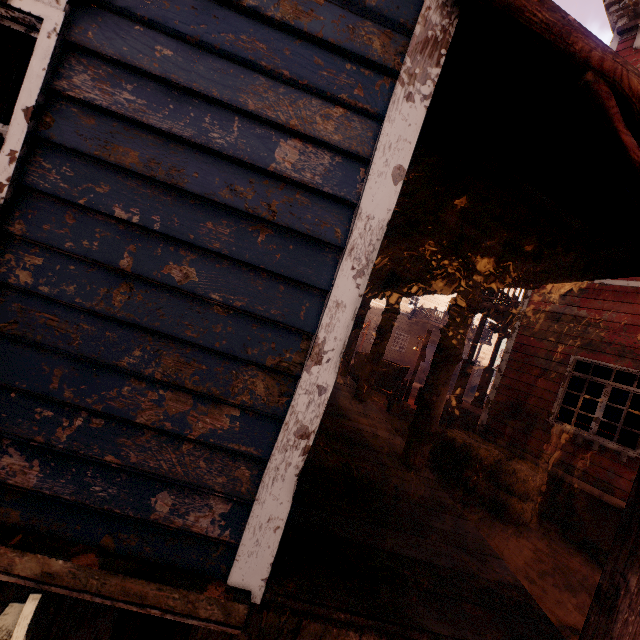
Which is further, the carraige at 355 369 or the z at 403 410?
the carraige at 355 369

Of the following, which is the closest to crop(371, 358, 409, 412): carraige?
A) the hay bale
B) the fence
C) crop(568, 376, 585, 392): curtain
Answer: the hay bale

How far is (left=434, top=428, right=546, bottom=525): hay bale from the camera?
5.7m

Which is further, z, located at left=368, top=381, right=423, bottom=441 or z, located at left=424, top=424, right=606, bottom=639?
z, located at left=368, top=381, right=423, bottom=441

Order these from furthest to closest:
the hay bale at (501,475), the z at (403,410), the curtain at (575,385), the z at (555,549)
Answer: the z at (403,410) → the curtain at (575,385) → the hay bale at (501,475) → the z at (555,549)

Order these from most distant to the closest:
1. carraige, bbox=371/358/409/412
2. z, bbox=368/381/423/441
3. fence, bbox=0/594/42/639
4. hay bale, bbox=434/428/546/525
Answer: carraige, bbox=371/358/409/412, z, bbox=368/381/423/441, hay bale, bbox=434/428/546/525, fence, bbox=0/594/42/639

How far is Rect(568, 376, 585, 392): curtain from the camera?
6.7m

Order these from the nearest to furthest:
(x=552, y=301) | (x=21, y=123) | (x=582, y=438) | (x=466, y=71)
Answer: (x=21, y=123)
(x=466, y=71)
(x=582, y=438)
(x=552, y=301)
